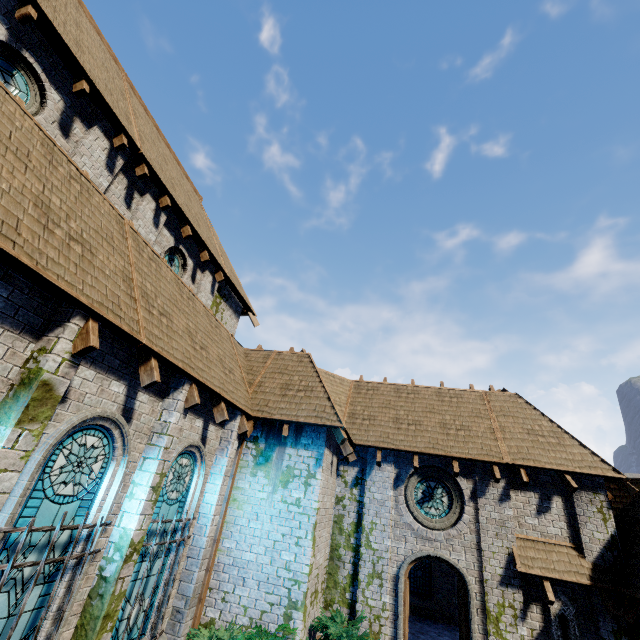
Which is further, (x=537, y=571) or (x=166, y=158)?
(x=166, y=158)

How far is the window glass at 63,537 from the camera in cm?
502

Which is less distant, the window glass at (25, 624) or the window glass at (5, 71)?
the window glass at (25, 624)

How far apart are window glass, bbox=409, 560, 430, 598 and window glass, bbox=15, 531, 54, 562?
14.9 meters

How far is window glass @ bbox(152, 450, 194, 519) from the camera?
7.4m

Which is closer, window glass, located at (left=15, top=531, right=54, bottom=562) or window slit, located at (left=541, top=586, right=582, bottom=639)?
window glass, located at (left=15, top=531, right=54, bottom=562)

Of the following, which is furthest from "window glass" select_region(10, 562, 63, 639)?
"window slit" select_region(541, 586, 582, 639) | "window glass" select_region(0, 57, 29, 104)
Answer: "window slit" select_region(541, 586, 582, 639)

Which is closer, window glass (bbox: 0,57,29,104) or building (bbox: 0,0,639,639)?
building (bbox: 0,0,639,639)
